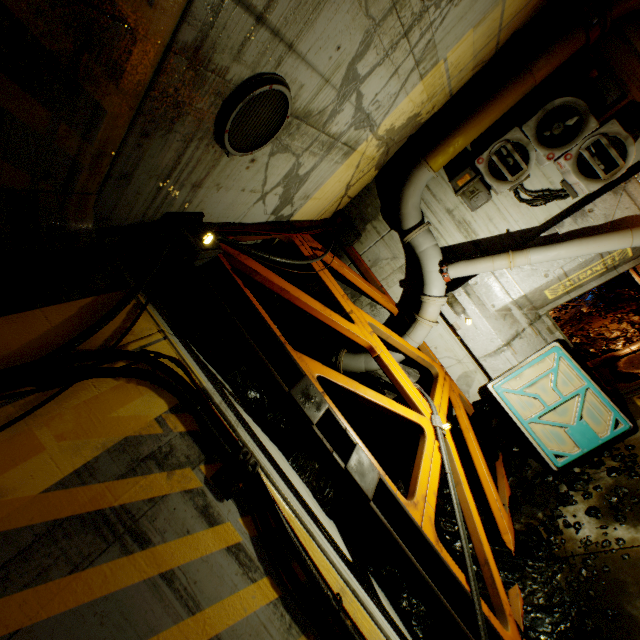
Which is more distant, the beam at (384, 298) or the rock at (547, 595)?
the beam at (384, 298)

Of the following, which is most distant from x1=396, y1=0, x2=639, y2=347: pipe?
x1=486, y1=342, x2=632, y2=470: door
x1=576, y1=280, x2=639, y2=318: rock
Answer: x1=576, y1=280, x2=639, y2=318: rock

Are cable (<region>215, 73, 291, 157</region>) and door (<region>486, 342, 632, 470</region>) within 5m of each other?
no

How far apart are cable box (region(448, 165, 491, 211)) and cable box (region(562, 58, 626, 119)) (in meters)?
1.73

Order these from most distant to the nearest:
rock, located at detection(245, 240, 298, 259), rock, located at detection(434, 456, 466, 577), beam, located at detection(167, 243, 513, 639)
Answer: rock, located at detection(245, 240, 298, 259) < rock, located at detection(434, 456, 466, 577) < beam, located at detection(167, 243, 513, 639)

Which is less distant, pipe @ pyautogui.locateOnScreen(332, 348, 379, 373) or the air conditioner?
the air conditioner

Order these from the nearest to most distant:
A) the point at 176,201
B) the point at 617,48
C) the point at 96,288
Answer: the point at 96,288 → the point at 176,201 → the point at 617,48

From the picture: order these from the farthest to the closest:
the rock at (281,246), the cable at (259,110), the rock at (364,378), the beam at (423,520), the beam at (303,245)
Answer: the rock at (364,378) < the rock at (281,246) < the beam at (303,245) < the beam at (423,520) < the cable at (259,110)
